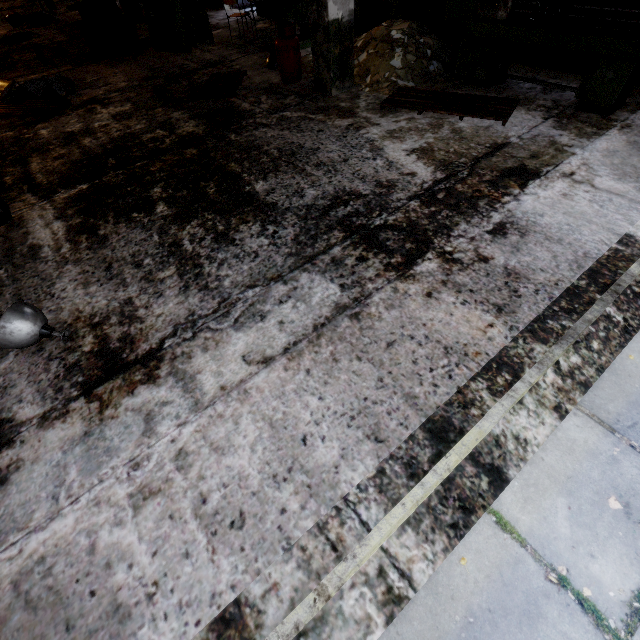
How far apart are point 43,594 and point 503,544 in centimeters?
259cm

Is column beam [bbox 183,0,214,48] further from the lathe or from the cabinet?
the lathe

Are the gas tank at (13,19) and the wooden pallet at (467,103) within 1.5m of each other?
no

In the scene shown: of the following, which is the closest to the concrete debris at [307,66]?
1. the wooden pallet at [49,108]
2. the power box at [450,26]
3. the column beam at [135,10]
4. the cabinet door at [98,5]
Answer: the power box at [450,26]

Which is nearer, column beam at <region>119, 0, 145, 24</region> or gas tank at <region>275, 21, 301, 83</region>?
gas tank at <region>275, 21, 301, 83</region>

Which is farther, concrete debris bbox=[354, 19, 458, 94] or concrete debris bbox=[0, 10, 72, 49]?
concrete debris bbox=[0, 10, 72, 49]

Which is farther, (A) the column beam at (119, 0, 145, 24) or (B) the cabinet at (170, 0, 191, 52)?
(A) the column beam at (119, 0, 145, 24)

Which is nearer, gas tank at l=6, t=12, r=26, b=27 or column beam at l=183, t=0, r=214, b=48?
column beam at l=183, t=0, r=214, b=48
